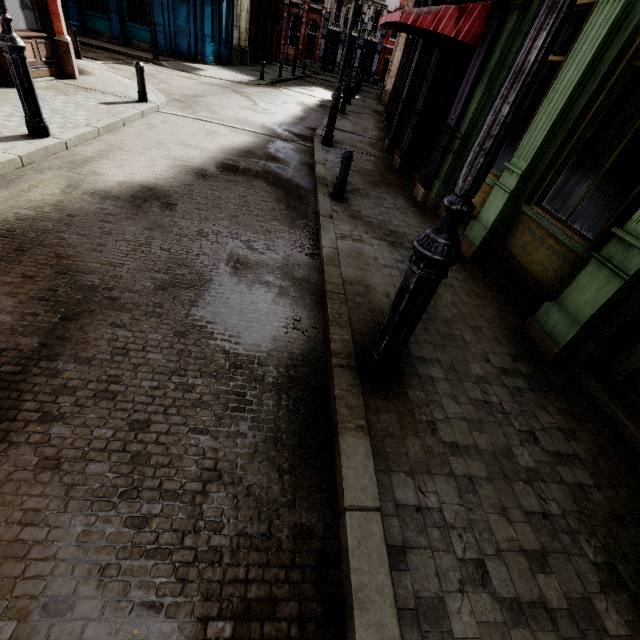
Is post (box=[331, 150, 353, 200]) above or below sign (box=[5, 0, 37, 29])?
below

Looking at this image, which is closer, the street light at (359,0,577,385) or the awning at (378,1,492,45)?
the street light at (359,0,577,385)

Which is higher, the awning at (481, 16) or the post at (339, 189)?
the awning at (481, 16)

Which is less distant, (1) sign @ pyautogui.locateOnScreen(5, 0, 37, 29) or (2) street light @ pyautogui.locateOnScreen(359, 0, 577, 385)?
(2) street light @ pyautogui.locateOnScreen(359, 0, 577, 385)

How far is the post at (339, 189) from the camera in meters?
6.4 m

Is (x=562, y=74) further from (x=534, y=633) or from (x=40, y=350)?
(x=40, y=350)

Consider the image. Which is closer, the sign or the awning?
the awning

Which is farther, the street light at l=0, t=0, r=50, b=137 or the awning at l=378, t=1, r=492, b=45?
the awning at l=378, t=1, r=492, b=45
